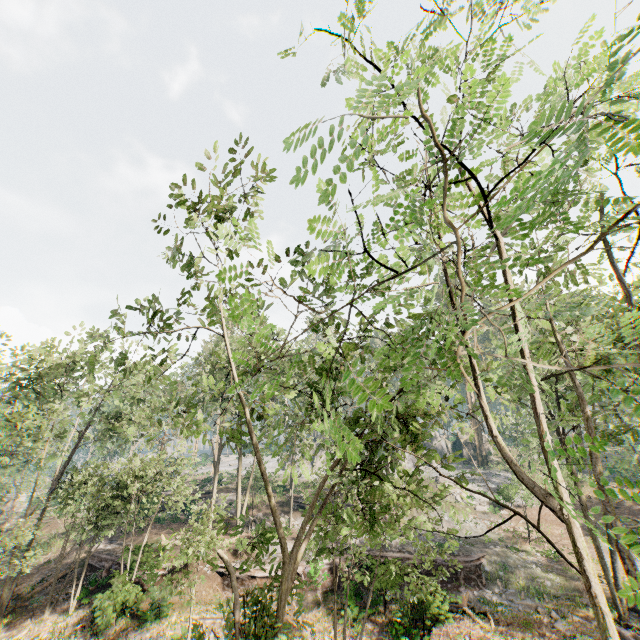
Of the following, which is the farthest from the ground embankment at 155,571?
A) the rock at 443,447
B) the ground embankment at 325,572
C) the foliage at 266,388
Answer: the rock at 443,447

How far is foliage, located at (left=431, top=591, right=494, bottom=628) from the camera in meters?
17.1

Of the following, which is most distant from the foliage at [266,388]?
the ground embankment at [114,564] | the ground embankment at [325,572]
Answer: the ground embankment at [325,572]

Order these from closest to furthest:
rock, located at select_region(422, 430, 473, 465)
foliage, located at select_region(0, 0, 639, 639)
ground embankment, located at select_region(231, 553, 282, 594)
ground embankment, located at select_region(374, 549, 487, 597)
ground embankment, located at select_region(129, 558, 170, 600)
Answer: foliage, located at select_region(0, 0, 639, 639) < ground embankment, located at select_region(374, 549, 487, 597) < ground embankment, located at select_region(129, 558, 170, 600) < ground embankment, located at select_region(231, 553, 282, 594) < rock, located at select_region(422, 430, 473, 465)

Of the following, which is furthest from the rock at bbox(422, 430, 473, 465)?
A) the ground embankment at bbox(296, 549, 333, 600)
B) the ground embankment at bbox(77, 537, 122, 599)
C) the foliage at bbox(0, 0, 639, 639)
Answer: the ground embankment at bbox(77, 537, 122, 599)

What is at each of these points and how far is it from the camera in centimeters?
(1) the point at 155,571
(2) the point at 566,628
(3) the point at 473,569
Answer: (1) ground embankment, 2164cm
(2) foliage, 1666cm
(3) ground embankment, 2317cm

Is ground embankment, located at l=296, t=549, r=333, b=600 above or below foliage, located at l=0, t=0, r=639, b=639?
below
